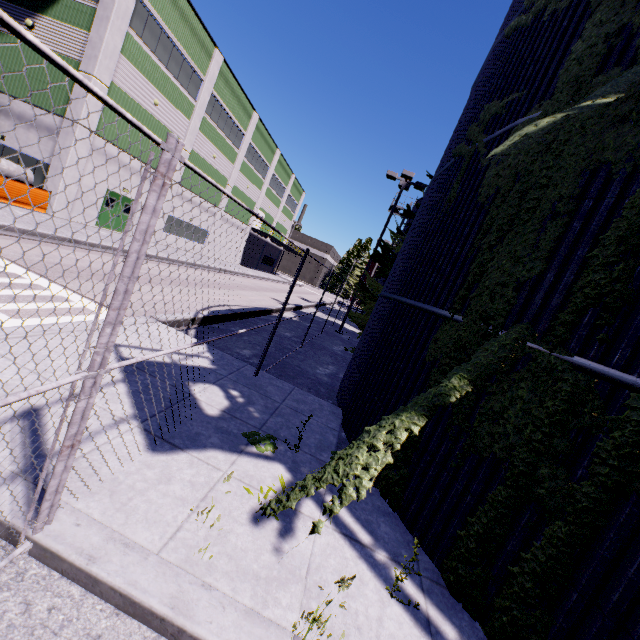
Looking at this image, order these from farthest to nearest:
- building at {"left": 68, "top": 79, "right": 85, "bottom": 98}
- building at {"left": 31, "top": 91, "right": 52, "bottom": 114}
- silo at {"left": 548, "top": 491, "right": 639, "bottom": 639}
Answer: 1. building at {"left": 31, "top": 91, "right": 52, "bottom": 114}
2. building at {"left": 68, "top": 79, "right": 85, "bottom": 98}
3. silo at {"left": 548, "top": 491, "right": 639, "bottom": 639}

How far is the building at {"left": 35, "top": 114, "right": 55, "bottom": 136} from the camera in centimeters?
1725cm

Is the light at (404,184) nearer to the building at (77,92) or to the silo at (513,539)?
the silo at (513,539)

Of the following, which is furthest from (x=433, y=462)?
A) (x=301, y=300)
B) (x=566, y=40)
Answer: (x=301, y=300)

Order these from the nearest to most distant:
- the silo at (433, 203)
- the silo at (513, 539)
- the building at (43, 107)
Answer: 1. the silo at (513, 539)
2. the silo at (433, 203)
3. the building at (43, 107)

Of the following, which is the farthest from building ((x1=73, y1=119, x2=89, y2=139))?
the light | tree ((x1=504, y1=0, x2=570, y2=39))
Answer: the light

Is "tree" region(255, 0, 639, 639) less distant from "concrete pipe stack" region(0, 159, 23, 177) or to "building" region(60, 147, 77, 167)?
"building" region(60, 147, 77, 167)
